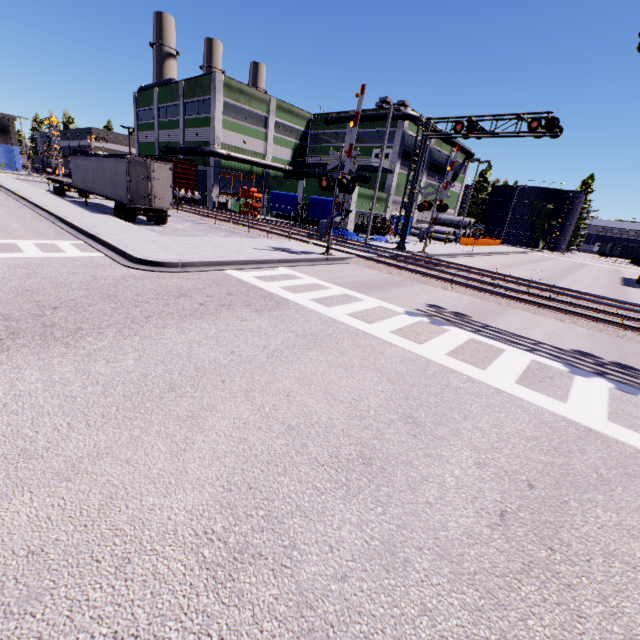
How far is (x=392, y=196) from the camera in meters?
42.5

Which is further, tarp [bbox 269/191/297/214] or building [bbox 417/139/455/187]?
building [bbox 417/139/455/187]

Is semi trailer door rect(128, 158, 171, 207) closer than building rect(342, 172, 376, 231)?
Yes

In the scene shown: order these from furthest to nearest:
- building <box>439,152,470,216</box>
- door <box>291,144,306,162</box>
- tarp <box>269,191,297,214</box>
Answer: building <box>439,152,470,216</box>
door <box>291,144,306,162</box>
tarp <box>269,191,297,214</box>

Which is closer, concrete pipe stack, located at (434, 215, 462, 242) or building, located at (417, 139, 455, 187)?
building, located at (417, 139, 455, 187)

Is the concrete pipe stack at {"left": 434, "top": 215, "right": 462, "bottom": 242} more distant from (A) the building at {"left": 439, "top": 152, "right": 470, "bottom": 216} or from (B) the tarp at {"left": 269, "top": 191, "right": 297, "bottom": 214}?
(B) the tarp at {"left": 269, "top": 191, "right": 297, "bottom": 214}

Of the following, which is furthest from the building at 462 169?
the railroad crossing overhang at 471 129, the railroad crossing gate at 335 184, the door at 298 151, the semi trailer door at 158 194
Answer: the railroad crossing gate at 335 184

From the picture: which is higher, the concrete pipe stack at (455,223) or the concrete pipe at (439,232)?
the concrete pipe stack at (455,223)
